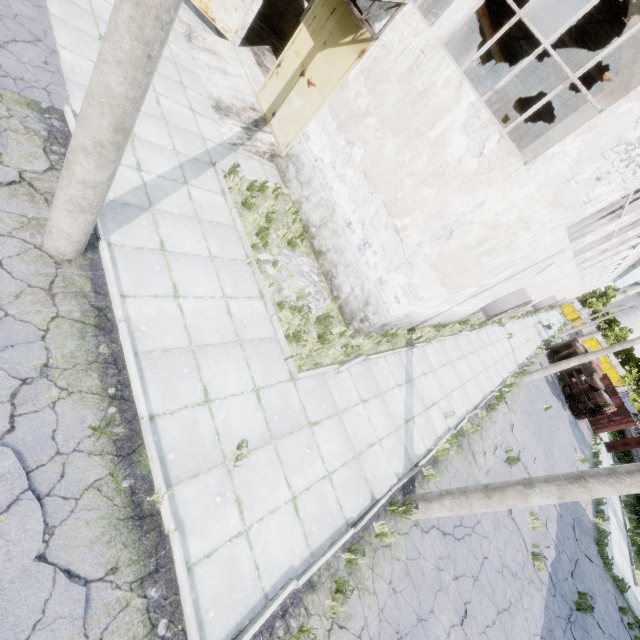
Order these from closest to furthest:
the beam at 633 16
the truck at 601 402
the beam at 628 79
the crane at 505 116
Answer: the beam at 633 16
the beam at 628 79
the crane at 505 116
the truck at 601 402

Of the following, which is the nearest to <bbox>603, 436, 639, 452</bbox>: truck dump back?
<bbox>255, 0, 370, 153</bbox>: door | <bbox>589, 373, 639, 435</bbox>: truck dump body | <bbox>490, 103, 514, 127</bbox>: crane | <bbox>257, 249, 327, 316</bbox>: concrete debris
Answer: <bbox>589, 373, 639, 435</bbox>: truck dump body

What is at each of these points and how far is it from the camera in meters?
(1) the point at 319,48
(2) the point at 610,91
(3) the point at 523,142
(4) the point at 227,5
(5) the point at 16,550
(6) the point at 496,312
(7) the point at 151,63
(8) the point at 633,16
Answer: (1) door, 9.4
(2) column, 8.6
(3) crane, 23.2
(4) door, 11.2
(5) asphalt debris, 3.2
(6) fan, 13.9
(7) lamp post, 3.0
(8) beam, 6.4

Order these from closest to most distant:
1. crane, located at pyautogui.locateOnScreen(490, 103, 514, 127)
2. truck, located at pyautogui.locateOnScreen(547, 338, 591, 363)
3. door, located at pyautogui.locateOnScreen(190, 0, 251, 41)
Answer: door, located at pyautogui.locateOnScreen(190, 0, 251, 41), crane, located at pyautogui.locateOnScreen(490, 103, 514, 127), truck, located at pyautogui.locateOnScreen(547, 338, 591, 363)

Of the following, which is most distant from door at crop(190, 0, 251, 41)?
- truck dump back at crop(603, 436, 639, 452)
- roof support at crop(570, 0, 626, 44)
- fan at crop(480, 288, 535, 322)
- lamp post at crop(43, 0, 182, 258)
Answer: truck dump back at crop(603, 436, 639, 452)

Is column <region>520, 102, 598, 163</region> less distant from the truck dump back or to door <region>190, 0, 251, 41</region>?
door <region>190, 0, 251, 41</region>

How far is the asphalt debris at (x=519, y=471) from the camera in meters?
11.6

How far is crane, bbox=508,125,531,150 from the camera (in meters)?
23.11
